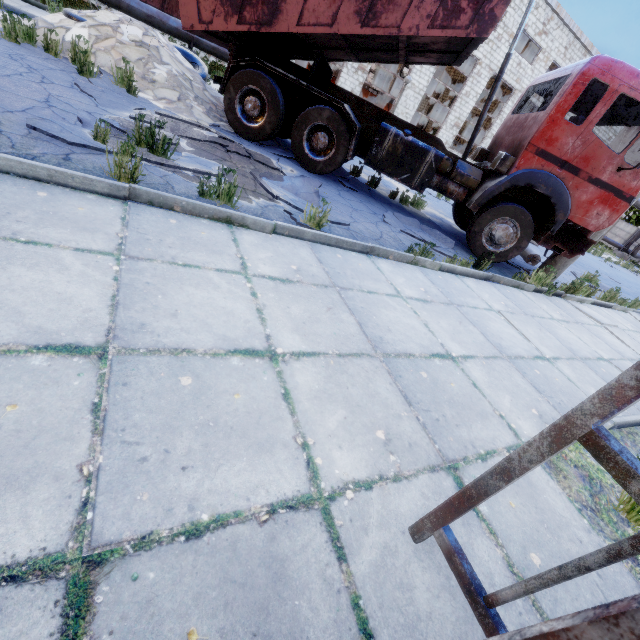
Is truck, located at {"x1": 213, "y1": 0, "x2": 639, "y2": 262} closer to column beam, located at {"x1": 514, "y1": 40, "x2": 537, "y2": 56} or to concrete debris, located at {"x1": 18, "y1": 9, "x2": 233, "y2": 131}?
concrete debris, located at {"x1": 18, "y1": 9, "x2": 233, "y2": 131}

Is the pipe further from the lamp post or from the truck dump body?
the lamp post

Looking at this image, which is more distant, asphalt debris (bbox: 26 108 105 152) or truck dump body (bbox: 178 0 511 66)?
truck dump body (bbox: 178 0 511 66)

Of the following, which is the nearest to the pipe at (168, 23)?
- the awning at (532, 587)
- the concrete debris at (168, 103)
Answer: the awning at (532, 587)

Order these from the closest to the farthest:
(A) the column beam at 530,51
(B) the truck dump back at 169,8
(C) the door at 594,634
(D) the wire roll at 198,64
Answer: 1. (C) the door at 594,634
2. (B) the truck dump back at 169,8
3. (D) the wire roll at 198,64
4. (A) the column beam at 530,51

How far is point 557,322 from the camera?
5.9 meters

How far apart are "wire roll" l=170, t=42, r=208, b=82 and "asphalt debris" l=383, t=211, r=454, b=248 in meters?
6.4

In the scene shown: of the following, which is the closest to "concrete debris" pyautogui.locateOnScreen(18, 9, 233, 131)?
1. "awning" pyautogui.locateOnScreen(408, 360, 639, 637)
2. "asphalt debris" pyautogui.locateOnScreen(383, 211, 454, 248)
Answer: "asphalt debris" pyautogui.locateOnScreen(383, 211, 454, 248)
